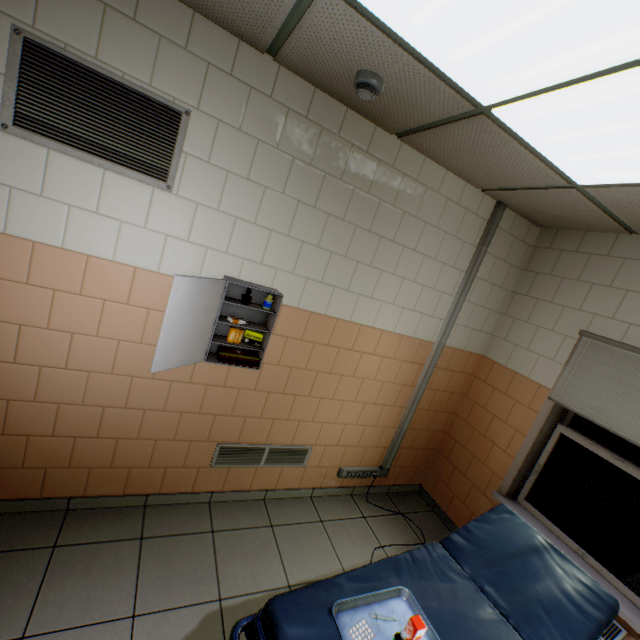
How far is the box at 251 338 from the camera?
2.34m

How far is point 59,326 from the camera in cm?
194

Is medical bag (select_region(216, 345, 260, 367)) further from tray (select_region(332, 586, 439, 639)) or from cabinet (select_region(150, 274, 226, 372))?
tray (select_region(332, 586, 439, 639))

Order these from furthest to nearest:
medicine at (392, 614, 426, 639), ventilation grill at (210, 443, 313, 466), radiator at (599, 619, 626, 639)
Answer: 1. ventilation grill at (210, 443, 313, 466)
2. radiator at (599, 619, 626, 639)
3. medicine at (392, 614, 426, 639)

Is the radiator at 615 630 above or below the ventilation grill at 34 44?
below

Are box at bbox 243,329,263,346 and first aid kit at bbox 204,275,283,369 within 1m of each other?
yes

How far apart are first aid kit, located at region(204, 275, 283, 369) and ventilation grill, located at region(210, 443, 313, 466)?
0.8m

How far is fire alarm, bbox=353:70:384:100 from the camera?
1.7 meters
